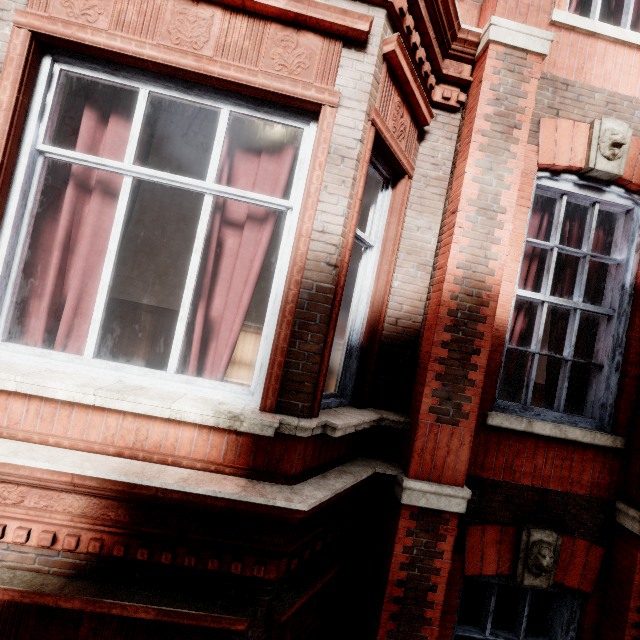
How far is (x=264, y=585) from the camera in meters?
2.1
